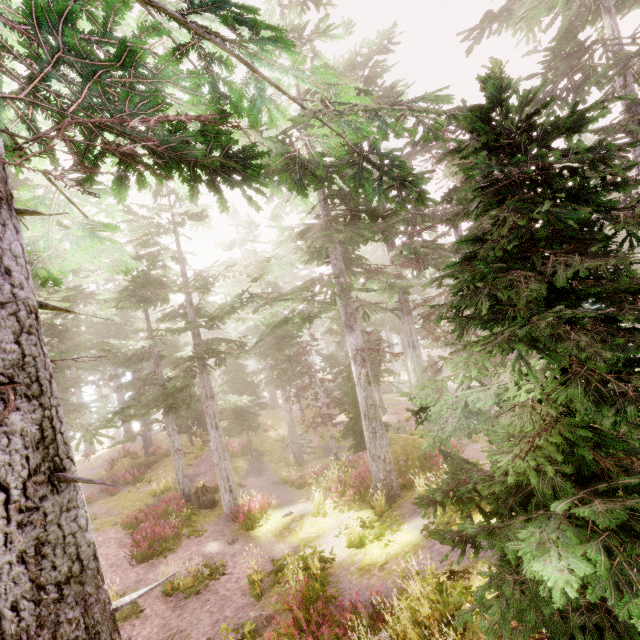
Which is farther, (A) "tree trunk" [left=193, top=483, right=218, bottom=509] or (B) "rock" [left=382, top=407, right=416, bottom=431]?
(B) "rock" [left=382, top=407, right=416, bottom=431]

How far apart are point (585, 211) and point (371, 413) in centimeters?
1111cm

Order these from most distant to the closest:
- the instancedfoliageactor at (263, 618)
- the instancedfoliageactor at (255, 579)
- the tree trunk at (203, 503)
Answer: the tree trunk at (203, 503) < the instancedfoliageactor at (255, 579) < the instancedfoliageactor at (263, 618)

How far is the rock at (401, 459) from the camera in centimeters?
1502cm

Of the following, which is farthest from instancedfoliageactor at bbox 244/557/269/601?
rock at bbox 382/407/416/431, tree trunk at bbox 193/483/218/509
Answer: tree trunk at bbox 193/483/218/509

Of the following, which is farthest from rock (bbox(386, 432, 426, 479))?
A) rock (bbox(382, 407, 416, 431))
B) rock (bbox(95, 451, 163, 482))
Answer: rock (bbox(95, 451, 163, 482))

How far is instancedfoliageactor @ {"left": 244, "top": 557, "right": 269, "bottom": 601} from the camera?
9.5m
